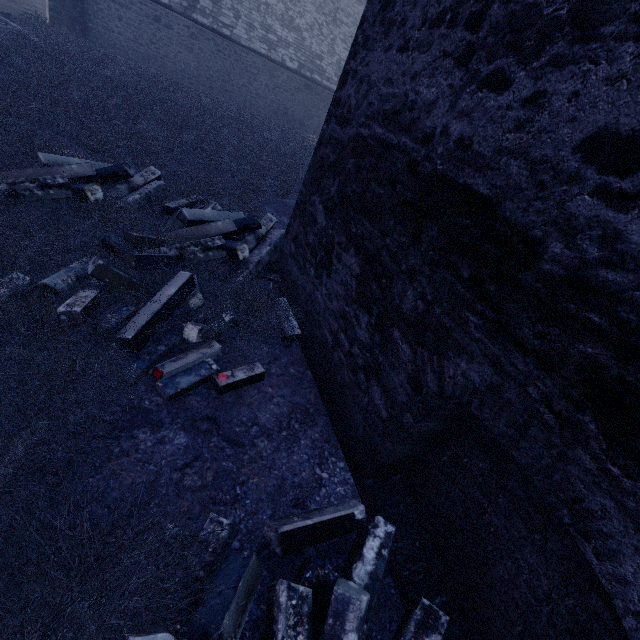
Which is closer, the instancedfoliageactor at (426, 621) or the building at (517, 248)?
the building at (517, 248)

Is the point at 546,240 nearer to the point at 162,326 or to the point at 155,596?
the point at 155,596

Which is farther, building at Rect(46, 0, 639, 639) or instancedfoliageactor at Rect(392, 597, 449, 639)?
instancedfoliageactor at Rect(392, 597, 449, 639)

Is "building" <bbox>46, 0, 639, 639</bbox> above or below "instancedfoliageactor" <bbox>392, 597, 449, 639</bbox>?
above

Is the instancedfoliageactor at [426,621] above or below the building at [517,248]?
below
